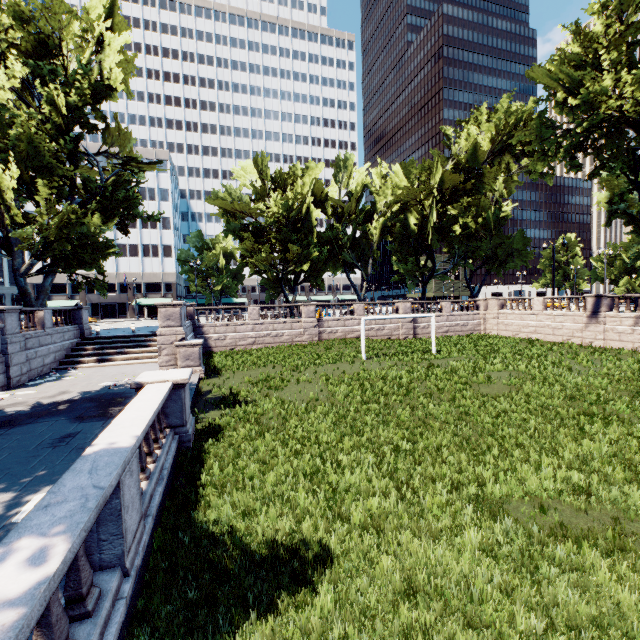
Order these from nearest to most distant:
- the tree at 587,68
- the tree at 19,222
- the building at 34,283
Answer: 1. the tree at 19,222
2. the tree at 587,68
3. the building at 34,283

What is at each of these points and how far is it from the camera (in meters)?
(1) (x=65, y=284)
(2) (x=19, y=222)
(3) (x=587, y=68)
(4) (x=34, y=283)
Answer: (1) building, 59.81
(2) tree, 20.56
(3) tree, 20.36
(4) building, 57.94

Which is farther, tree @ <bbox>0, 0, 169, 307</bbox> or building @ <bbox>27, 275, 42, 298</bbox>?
building @ <bbox>27, 275, 42, 298</bbox>

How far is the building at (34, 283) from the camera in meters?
57.8

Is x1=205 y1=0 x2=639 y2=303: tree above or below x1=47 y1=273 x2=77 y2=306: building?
above

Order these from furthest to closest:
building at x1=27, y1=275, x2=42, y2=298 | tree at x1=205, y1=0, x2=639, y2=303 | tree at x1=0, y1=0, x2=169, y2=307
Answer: building at x1=27, y1=275, x2=42, y2=298 < tree at x1=205, y1=0, x2=639, y2=303 < tree at x1=0, y1=0, x2=169, y2=307

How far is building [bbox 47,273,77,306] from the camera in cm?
5812
